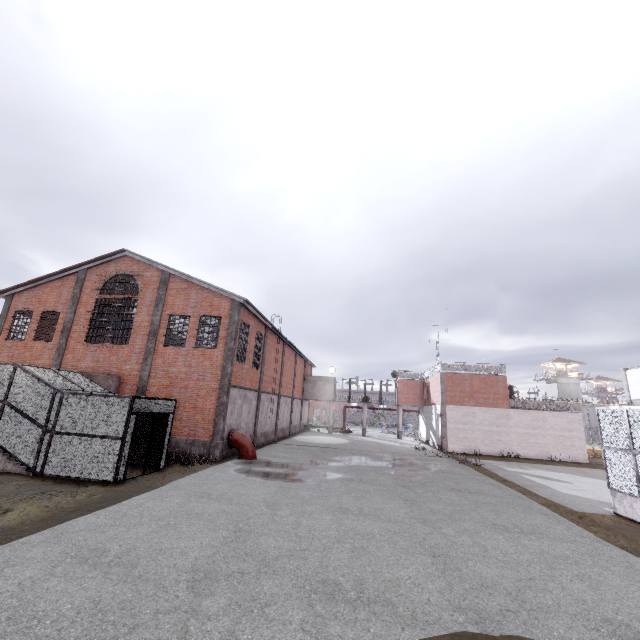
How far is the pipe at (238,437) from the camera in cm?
1800

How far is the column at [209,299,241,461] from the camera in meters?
17.2 m

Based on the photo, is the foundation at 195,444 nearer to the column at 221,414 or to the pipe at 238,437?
the column at 221,414

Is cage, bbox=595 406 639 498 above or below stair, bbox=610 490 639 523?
above

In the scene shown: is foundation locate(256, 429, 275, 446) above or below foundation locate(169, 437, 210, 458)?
below

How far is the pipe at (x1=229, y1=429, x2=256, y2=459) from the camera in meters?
18.0 m

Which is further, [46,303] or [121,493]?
[46,303]

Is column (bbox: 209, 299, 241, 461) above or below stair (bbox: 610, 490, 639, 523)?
above
